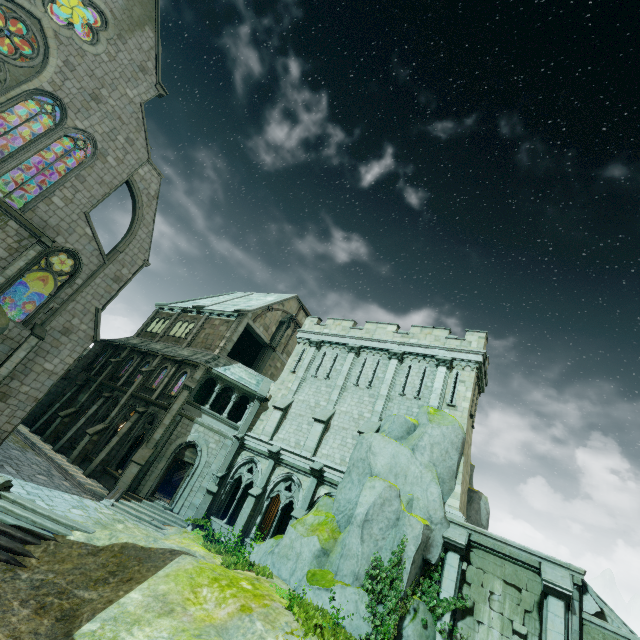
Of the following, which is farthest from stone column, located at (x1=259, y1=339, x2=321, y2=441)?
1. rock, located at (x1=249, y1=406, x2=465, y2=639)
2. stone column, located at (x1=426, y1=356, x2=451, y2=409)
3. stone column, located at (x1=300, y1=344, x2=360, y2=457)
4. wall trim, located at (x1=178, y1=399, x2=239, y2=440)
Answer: stone column, located at (x1=426, y1=356, x2=451, y2=409)

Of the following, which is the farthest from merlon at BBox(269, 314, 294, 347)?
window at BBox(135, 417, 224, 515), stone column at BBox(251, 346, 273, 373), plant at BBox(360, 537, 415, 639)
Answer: plant at BBox(360, 537, 415, 639)

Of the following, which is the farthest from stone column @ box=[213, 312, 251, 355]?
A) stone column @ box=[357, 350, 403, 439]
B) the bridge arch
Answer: the bridge arch

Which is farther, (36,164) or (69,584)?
(36,164)

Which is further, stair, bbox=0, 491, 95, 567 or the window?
the window

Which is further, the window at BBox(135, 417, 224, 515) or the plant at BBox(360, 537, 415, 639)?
the window at BBox(135, 417, 224, 515)

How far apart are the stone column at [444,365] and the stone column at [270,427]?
8.6 meters

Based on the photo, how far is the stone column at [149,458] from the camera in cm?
1884
